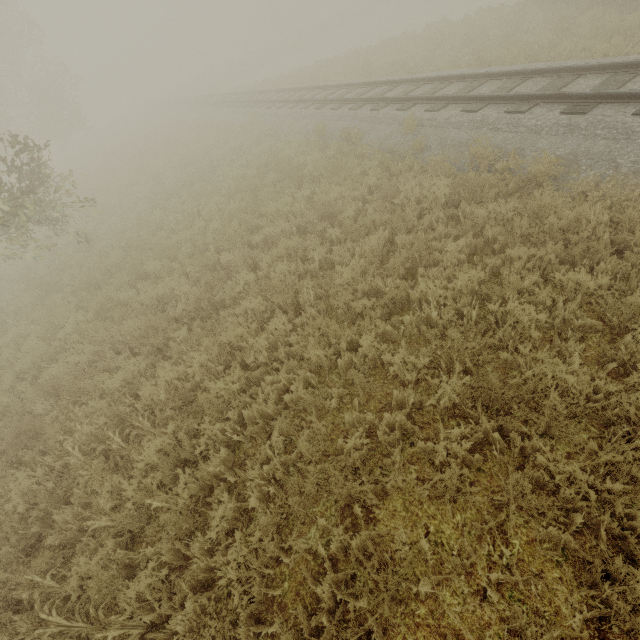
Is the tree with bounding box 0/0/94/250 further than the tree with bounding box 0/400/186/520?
Yes

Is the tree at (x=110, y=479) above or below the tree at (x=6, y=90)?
below

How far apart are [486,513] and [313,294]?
4.0 meters

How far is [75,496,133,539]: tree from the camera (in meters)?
3.69

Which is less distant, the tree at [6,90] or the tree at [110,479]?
the tree at [110,479]

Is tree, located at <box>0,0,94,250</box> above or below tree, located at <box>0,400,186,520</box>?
above
